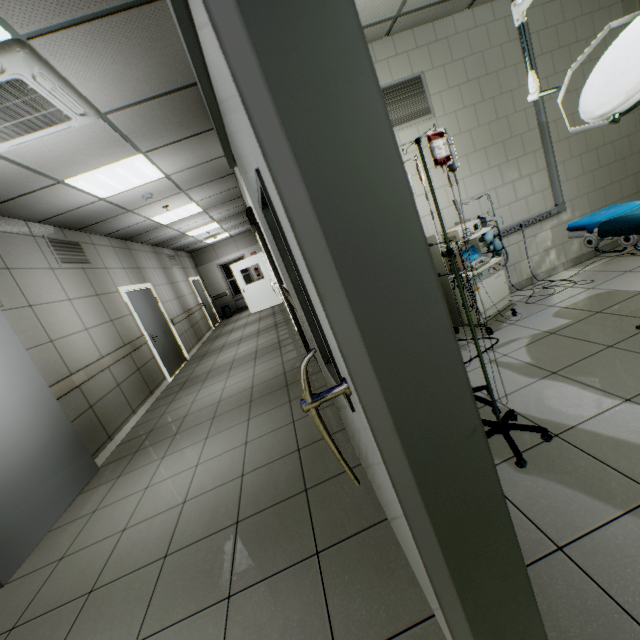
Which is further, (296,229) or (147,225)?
(147,225)

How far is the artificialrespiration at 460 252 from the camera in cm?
313

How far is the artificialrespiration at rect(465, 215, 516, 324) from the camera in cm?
328

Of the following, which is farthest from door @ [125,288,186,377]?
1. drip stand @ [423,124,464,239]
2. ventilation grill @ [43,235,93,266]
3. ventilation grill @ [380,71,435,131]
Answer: drip stand @ [423,124,464,239]

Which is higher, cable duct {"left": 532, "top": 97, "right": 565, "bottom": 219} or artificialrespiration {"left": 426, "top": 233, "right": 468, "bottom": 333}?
artificialrespiration {"left": 426, "top": 233, "right": 468, "bottom": 333}

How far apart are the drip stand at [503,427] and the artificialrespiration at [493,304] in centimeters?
102cm

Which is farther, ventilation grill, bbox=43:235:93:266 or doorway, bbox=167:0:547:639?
ventilation grill, bbox=43:235:93:266

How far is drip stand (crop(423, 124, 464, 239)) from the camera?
1.4 meters
